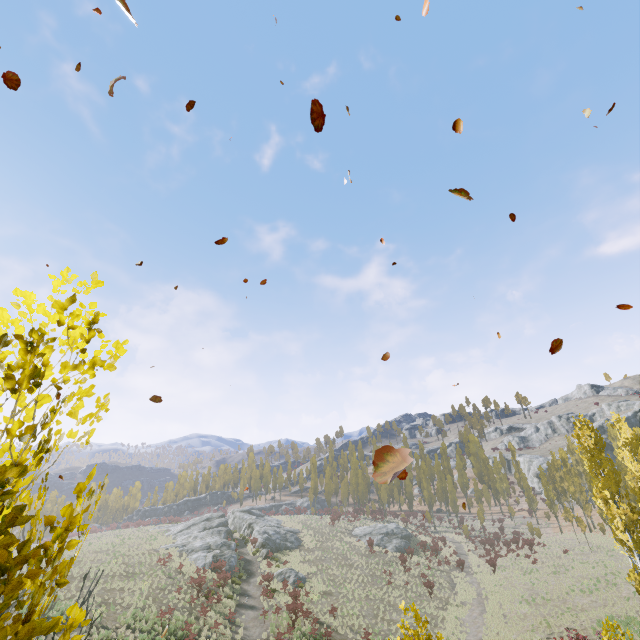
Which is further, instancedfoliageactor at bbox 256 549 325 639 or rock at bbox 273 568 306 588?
rock at bbox 273 568 306 588

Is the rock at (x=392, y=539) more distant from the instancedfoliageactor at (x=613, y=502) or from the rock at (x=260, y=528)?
the rock at (x=260, y=528)

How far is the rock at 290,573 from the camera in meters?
31.8

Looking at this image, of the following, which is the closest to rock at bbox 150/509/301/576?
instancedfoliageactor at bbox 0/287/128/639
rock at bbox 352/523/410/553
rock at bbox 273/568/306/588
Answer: rock at bbox 273/568/306/588

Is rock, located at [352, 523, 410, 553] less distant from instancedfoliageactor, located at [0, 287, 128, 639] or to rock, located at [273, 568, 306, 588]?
instancedfoliageactor, located at [0, 287, 128, 639]

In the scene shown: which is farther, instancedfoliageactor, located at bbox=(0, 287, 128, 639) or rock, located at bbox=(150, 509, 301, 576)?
rock, located at bbox=(150, 509, 301, 576)

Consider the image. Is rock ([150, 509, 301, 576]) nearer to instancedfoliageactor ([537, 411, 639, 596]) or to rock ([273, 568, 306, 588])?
rock ([273, 568, 306, 588])

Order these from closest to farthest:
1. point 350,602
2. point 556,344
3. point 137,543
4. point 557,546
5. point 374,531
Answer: point 556,344, point 350,602, point 137,543, point 557,546, point 374,531
